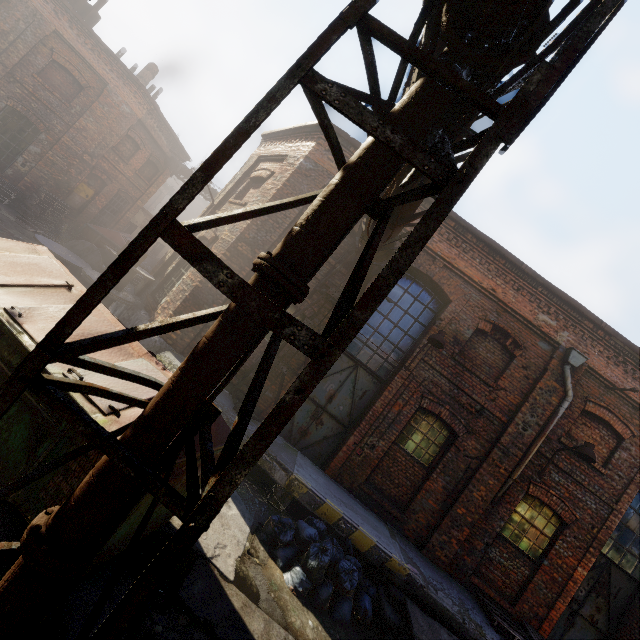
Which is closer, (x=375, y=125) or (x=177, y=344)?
(x=375, y=125)

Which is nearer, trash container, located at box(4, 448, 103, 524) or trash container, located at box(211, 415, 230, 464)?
trash container, located at box(4, 448, 103, 524)

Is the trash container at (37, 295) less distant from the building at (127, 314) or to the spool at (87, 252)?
the building at (127, 314)

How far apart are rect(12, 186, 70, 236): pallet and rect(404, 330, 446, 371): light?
16.28m

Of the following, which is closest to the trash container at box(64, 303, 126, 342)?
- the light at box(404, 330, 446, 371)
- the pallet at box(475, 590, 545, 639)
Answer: the light at box(404, 330, 446, 371)

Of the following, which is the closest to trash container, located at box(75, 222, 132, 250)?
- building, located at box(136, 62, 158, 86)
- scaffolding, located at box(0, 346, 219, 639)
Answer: building, located at box(136, 62, 158, 86)

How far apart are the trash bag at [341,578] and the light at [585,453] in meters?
5.1

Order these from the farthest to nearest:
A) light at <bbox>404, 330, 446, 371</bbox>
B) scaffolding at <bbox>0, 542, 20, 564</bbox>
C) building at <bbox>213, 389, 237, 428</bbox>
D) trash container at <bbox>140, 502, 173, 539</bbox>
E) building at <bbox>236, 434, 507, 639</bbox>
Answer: light at <bbox>404, 330, 446, 371</bbox>
building at <bbox>213, 389, 237, 428</bbox>
building at <bbox>236, 434, 507, 639</bbox>
trash container at <bbox>140, 502, 173, 539</bbox>
scaffolding at <bbox>0, 542, 20, 564</bbox>
